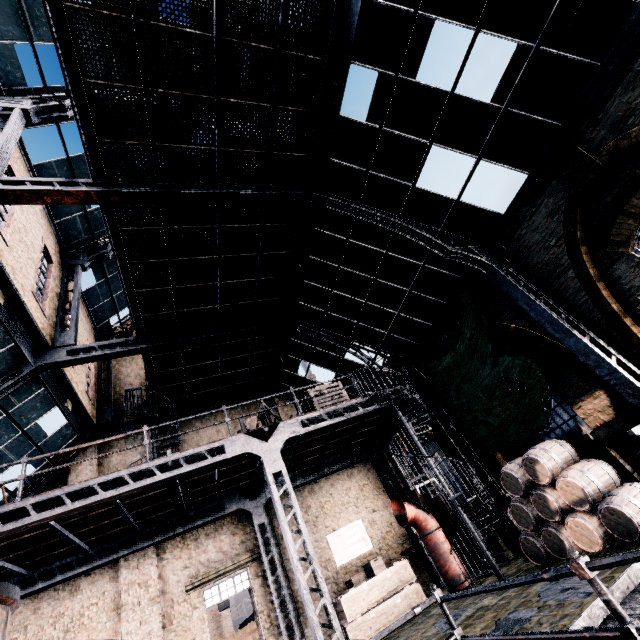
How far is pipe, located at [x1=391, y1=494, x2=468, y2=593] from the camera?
11.48m

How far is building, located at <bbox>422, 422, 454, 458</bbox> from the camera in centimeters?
1378cm

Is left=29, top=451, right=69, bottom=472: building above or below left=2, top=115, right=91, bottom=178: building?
below

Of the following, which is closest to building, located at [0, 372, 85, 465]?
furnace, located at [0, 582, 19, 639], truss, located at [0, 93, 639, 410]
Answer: truss, located at [0, 93, 639, 410]

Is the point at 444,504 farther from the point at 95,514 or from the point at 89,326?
the point at 89,326

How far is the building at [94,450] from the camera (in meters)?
14.64

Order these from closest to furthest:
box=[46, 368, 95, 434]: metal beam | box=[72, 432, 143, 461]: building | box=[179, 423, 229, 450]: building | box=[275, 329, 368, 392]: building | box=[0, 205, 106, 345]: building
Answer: box=[0, 205, 106, 345]: building < box=[46, 368, 95, 434]: metal beam < box=[72, 432, 143, 461]: building < box=[275, 329, 368, 392]: building < box=[179, 423, 229, 450]: building

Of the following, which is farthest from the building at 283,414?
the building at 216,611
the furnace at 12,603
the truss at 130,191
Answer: the building at 216,611
